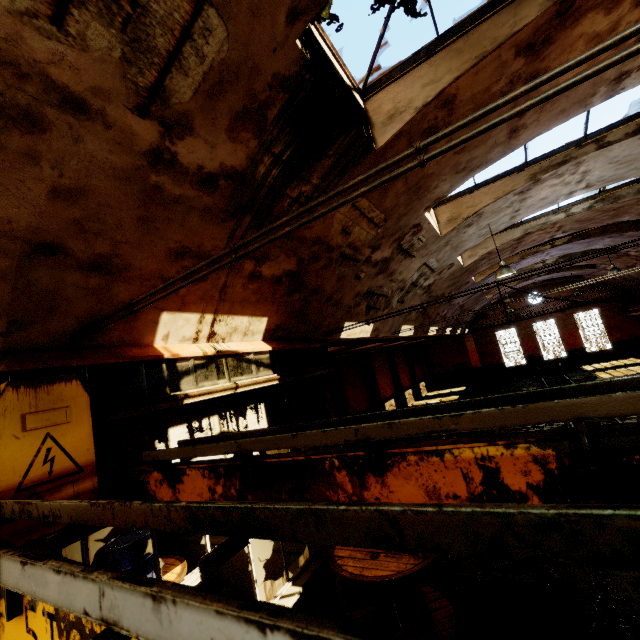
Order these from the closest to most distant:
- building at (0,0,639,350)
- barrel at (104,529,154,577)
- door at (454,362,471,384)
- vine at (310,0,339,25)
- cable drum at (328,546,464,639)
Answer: building at (0,0,639,350), vine at (310,0,339,25), cable drum at (328,546,464,639), barrel at (104,529,154,577), door at (454,362,471,384)

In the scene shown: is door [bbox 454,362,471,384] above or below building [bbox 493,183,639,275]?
below

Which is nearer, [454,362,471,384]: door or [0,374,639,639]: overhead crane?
[0,374,639,639]: overhead crane

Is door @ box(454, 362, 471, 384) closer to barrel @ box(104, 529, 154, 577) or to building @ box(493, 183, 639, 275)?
building @ box(493, 183, 639, 275)

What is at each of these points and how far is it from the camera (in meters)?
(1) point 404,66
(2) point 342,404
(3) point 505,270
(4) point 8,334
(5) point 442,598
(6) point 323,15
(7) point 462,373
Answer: (1) window frame, 4.49
(2) pillar, 17.44
(3) hanging light, 9.33
(4) building, 2.79
(5) cable drum, 5.47
(6) vine, 2.99
(7) door, 33.09

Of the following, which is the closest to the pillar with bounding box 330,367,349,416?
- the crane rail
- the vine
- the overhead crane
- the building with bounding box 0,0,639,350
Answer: the building with bounding box 0,0,639,350

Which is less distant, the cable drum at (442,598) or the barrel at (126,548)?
the cable drum at (442,598)

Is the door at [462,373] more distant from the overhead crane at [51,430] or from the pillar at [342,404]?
the overhead crane at [51,430]
